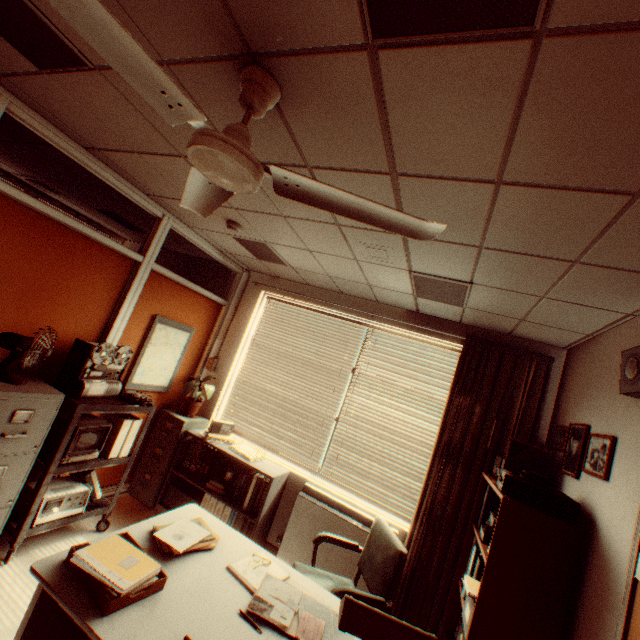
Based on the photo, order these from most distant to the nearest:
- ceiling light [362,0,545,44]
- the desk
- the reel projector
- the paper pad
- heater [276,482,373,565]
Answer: heater [276,482,373,565]
the reel projector
the paper pad
the desk
ceiling light [362,0,545,44]

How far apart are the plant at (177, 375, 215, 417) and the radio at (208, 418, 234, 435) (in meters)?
0.32

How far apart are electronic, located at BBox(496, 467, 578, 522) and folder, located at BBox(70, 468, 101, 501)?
3.87m

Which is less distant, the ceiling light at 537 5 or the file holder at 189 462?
the ceiling light at 537 5

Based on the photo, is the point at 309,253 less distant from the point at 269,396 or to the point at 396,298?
the point at 396,298

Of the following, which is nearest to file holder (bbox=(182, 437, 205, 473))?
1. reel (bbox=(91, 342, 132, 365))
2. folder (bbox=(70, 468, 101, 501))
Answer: folder (bbox=(70, 468, 101, 501))

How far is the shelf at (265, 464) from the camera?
3.78m

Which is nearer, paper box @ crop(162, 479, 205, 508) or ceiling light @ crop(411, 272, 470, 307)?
ceiling light @ crop(411, 272, 470, 307)
